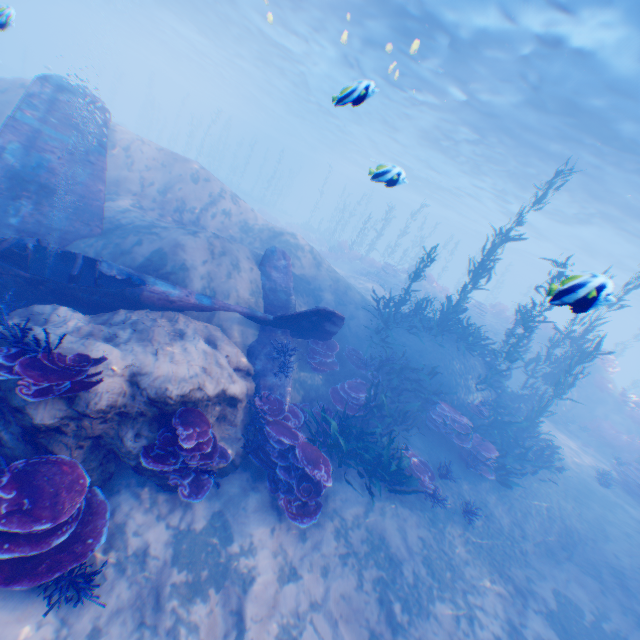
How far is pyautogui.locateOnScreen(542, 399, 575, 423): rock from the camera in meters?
16.8

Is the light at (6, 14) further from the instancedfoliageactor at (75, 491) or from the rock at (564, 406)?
the rock at (564, 406)

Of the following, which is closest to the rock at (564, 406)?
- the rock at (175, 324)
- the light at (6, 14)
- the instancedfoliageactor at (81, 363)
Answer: the rock at (175, 324)

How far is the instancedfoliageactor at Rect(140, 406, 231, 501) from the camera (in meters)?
5.16

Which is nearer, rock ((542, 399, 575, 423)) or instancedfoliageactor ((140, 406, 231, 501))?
instancedfoliageactor ((140, 406, 231, 501))

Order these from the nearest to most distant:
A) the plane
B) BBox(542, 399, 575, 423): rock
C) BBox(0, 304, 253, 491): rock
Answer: BBox(0, 304, 253, 491): rock < the plane < BBox(542, 399, 575, 423): rock

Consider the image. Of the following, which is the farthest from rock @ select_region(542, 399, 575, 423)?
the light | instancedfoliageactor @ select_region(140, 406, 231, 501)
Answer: instancedfoliageactor @ select_region(140, 406, 231, 501)

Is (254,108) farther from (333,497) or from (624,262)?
(333,497)
